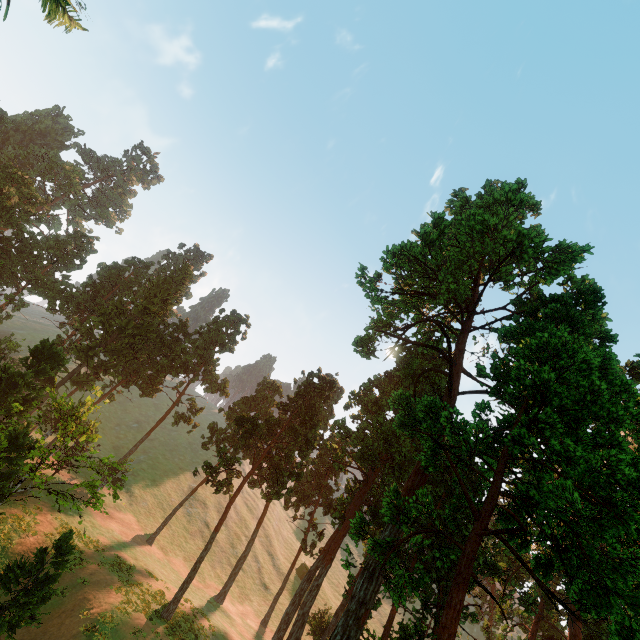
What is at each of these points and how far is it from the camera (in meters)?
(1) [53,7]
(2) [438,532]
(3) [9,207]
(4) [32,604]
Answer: (1) treerock, 1.62
(2) treerock, 14.05
(3) treerock, 45.78
(4) treerock, 13.97

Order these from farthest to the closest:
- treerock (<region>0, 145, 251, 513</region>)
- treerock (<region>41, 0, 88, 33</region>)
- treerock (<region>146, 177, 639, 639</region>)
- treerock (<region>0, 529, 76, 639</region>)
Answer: treerock (<region>0, 145, 251, 513</region>) < treerock (<region>0, 529, 76, 639</region>) < treerock (<region>146, 177, 639, 639</region>) < treerock (<region>41, 0, 88, 33</region>)

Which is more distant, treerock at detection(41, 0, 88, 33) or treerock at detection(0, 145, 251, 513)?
treerock at detection(0, 145, 251, 513)

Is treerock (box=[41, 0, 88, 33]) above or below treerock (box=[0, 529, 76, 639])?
above

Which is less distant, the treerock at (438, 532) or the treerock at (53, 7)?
the treerock at (53, 7)

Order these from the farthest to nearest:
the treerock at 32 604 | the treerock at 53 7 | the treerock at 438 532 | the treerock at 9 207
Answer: the treerock at 9 207 → the treerock at 32 604 → the treerock at 438 532 → the treerock at 53 7
